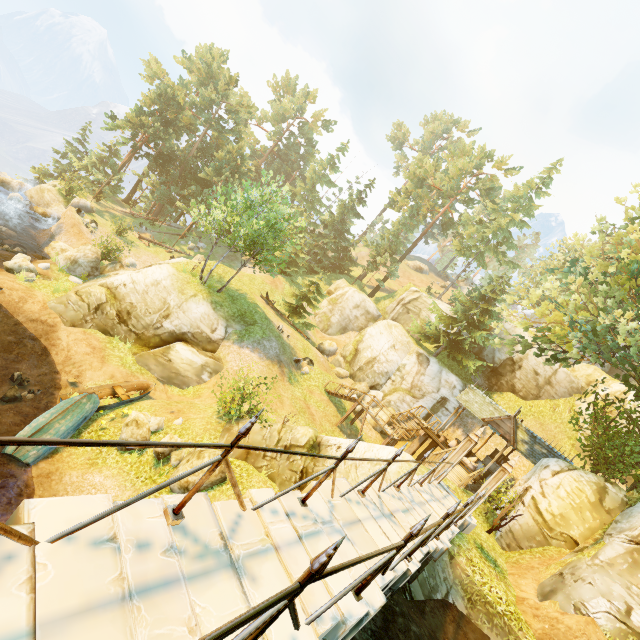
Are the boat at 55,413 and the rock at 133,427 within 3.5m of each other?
yes

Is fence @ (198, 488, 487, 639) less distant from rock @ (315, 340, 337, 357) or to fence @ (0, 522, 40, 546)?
fence @ (0, 522, 40, 546)

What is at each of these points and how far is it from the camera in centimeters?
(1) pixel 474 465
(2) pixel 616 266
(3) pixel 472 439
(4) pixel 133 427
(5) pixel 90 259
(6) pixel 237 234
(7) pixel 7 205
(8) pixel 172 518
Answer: (1) bag, 2111cm
(2) tree, 1409cm
(3) pillar, 1176cm
(4) rock, 1282cm
(5) rock, 2269cm
(6) tree, 2228cm
(7) rock, 2700cm
(8) fence, 324cm

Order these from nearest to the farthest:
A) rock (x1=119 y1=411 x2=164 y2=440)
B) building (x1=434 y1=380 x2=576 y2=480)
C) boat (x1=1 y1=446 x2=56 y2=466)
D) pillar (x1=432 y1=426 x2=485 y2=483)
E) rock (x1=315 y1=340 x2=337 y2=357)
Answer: boat (x1=1 y1=446 x2=56 y2=466) → pillar (x1=432 y1=426 x2=485 y2=483) → rock (x1=119 y1=411 x2=164 y2=440) → building (x1=434 y1=380 x2=576 y2=480) → rock (x1=315 y1=340 x2=337 y2=357)

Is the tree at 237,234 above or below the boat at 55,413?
above

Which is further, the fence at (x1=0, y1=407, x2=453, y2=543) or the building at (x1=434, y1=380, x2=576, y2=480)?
the building at (x1=434, y1=380, x2=576, y2=480)

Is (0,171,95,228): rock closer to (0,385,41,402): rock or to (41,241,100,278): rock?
(41,241,100,278): rock

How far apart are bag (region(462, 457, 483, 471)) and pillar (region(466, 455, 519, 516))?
11.3 meters
